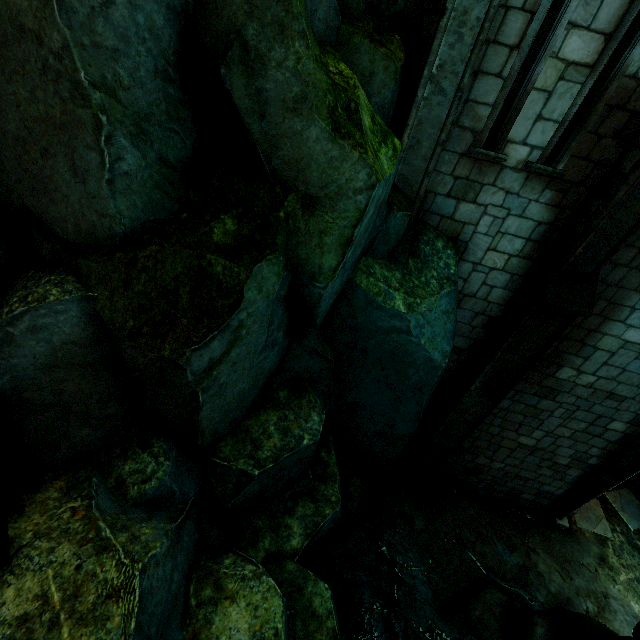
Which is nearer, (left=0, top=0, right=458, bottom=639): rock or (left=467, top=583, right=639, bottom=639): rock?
(left=0, top=0, right=458, bottom=639): rock

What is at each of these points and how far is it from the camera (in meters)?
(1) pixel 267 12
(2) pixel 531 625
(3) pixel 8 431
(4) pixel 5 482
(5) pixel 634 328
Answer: (1) rock, 2.57
(2) rock, 6.44
(3) brick, 2.42
(4) brick, 2.41
(5) building, 6.15

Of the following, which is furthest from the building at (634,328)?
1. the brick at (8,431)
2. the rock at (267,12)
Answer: the brick at (8,431)

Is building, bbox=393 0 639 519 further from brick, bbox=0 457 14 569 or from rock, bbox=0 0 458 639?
brick, bbox=0 457 14 569

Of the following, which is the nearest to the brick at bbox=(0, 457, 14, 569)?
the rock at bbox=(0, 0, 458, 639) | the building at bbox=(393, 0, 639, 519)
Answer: the rock at bbox=(0, 0, 458, 639)
